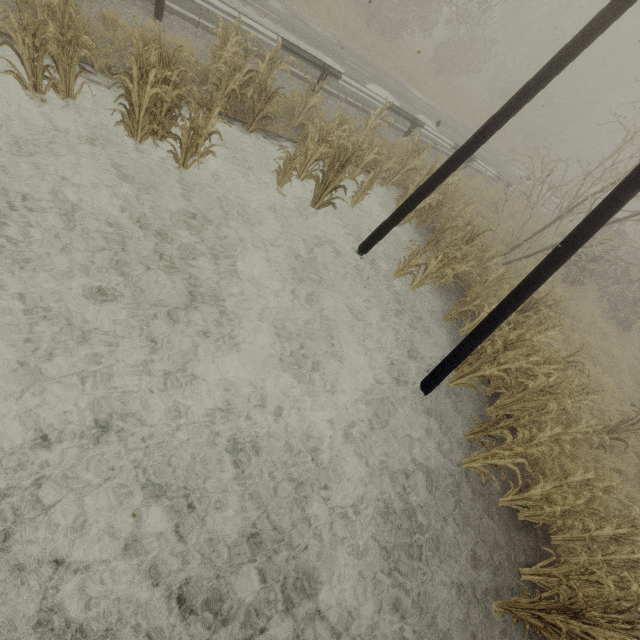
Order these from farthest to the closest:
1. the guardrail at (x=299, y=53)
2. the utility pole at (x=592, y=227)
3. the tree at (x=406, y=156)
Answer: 1. the guardrail at (x=299, y=53)
2. the tree at (x=406, y=156)
3. the utility pole at (x=592, y=227)

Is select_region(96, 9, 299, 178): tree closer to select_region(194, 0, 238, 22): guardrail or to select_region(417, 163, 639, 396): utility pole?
select_region(194, 0, 238, 22): guardrail

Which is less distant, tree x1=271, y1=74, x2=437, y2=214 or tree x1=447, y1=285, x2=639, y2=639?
tree x1=447, y1=285, x2=639, y2=639

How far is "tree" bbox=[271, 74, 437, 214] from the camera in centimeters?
732cm

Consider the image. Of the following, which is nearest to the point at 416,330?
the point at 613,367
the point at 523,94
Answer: the point at 523,94

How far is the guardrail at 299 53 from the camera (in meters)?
9.29

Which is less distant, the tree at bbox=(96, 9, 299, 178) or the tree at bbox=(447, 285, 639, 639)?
the tree at bbox=(447, 285, 639, 639)

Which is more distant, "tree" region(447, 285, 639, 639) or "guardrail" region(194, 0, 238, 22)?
"guardrail" region(194, 0, 238, 22)
